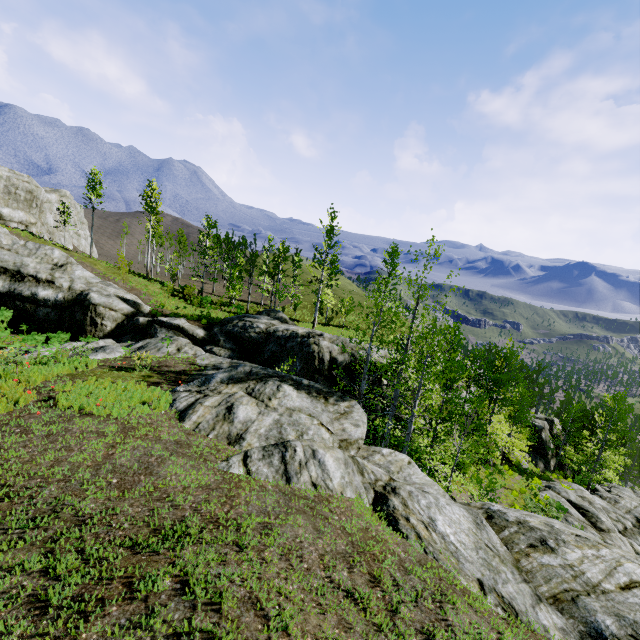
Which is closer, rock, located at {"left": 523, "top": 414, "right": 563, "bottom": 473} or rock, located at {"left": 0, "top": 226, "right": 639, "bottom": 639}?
rock, located at {"left": 0, "top": 226, "right": 639, "bottom": 639}

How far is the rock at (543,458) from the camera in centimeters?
3697cm

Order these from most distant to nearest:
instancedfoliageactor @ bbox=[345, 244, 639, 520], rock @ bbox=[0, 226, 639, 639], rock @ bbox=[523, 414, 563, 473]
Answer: rock @ bbox=[523, 414, 563, 473] < instancedfoliageactor @ bbox=[345, 244, 639, 520] < rock @ bbox=[0, 226, 639, 639]

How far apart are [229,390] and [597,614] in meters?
10.2 m

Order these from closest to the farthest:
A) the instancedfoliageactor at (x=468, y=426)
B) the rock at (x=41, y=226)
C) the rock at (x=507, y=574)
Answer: the rock at (x=507, y=574) → the instancedfoliageactor at (x=468, y=426) → the rock at (x=41, y=226)

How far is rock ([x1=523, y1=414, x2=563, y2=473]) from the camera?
37.0 meters

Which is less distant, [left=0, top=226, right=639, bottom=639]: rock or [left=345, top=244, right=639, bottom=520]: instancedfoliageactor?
[left=0, top=226, right=639, bottom=639]: rock
